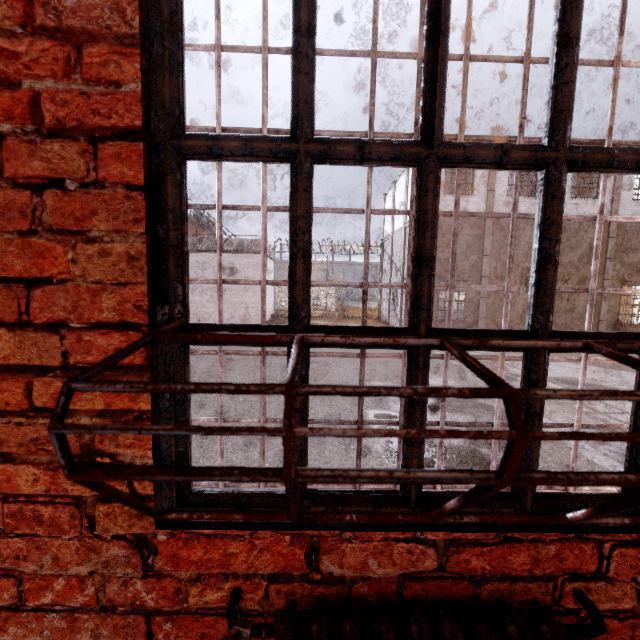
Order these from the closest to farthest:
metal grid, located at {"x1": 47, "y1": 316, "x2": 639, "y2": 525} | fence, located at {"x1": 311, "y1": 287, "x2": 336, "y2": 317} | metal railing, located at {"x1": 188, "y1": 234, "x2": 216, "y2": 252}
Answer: metal grid, located at {"x1": 47, "y1": 316, "x2": 639, "y2": 525}, metal railing, located at {"x1": 188, "y1": 234, "x2": 216, "y2": 252}, fence, located at {"x1": 311, "y1": 287, "x2": 336, "y2": 317}

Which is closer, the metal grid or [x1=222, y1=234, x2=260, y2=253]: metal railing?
the metal grid

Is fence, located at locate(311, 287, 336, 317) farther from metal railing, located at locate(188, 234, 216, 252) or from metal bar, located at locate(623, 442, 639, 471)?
metal bar, located at locate(623, 442, 639, 471)

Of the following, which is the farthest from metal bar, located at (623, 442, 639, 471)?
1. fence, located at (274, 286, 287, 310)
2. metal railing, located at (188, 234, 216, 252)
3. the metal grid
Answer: fence, located at (274, 286, 287, 310)

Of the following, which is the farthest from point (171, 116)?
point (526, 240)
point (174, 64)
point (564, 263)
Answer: point (564, 263)

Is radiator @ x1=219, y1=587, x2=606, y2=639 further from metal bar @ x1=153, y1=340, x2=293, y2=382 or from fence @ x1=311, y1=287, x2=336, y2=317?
fence @ x1=311, y1=287, x2=336, y2=317

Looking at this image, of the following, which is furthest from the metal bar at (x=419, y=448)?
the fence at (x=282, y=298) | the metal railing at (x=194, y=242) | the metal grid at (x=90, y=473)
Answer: the fence at (x=282, y=298)

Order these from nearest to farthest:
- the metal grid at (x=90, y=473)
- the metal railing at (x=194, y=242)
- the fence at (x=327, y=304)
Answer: the metal grid at (x=90, y=473)
the metal railing at (x=194, y=242)
the fence at (x=327, y=304)
